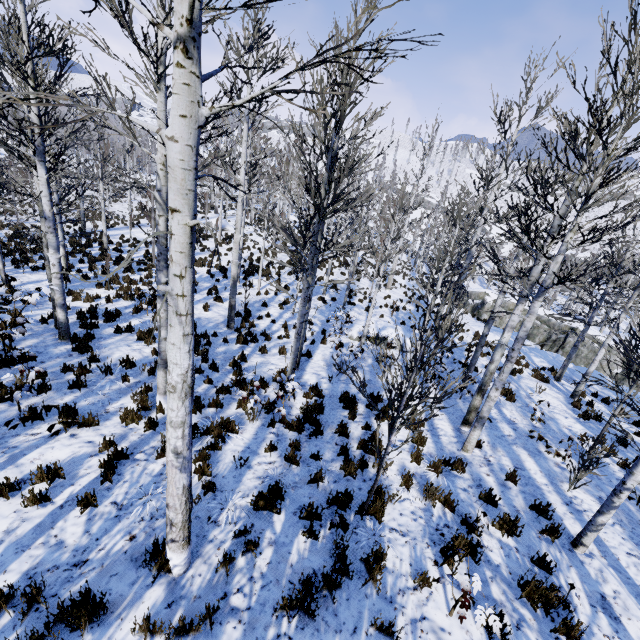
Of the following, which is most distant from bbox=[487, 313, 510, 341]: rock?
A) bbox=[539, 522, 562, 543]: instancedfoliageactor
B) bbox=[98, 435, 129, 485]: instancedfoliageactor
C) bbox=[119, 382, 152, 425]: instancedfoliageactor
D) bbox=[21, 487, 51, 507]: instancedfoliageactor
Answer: bbox=[21, 487, 51, 507]: instancedfoliageactor

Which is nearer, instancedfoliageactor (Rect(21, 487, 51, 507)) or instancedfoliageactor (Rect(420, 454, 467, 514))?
instancedfoliageactor (Rect(21, 487, 51, 507))

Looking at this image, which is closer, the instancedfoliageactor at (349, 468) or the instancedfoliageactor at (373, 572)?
the instancedfoliageactor at (373, 572)

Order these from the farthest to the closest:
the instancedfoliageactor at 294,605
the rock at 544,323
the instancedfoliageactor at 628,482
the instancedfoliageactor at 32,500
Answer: the rock at 544,323, the instancedfoliageactor at 32,500, the instancedfoliageactor at 294,605, the instancedfoliageactor at 628,482

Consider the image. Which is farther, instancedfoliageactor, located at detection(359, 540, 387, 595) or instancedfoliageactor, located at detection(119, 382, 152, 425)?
instancedfoliageactor, located at detection(119, 382, 152, 425)

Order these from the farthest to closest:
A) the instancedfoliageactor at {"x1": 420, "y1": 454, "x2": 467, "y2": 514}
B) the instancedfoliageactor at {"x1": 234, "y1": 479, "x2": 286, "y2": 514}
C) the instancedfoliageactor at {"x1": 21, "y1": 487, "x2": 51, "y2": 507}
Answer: the instancedfoliageactor at {"x1": 420, "y1": 454, "x2": 467, "y2": 514} < the instancedfoliageactor at {"x1": 234, "y1": 479, "x2": 286, "y2": 514} < the instancedfoliageactor at {"x1": 21, "y1": 487, "x2": 51, "y2": 507}

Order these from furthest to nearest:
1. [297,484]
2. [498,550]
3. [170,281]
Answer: [297,484], [498,550], [170,281]

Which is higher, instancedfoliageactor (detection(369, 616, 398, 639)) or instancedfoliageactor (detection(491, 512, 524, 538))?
instancedfoliageactor (detection(369, 616, 398, 639))
